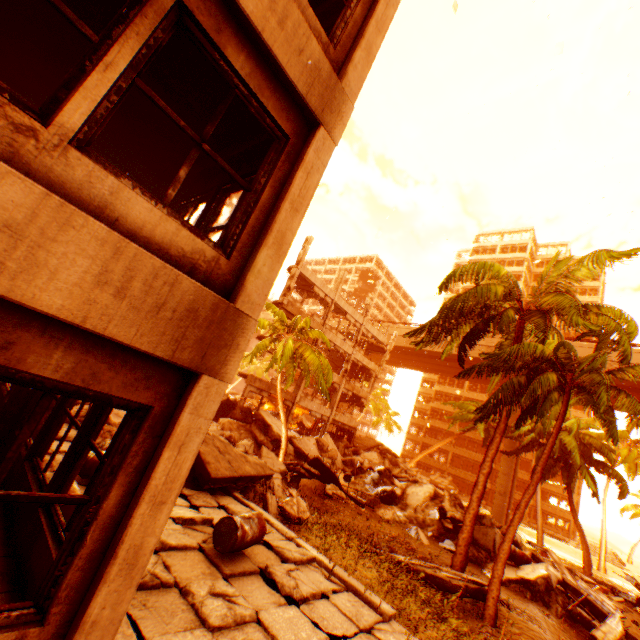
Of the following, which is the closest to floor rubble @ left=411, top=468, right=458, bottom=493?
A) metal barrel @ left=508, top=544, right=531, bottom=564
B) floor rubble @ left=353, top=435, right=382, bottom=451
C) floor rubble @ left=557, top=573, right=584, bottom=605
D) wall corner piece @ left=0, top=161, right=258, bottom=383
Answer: floor rubble @ left=353, top=435, right=382, bottom=451

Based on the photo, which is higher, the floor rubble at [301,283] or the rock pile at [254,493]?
the floor rubble at [301,283]

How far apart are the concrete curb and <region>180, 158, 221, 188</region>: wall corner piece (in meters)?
7.16

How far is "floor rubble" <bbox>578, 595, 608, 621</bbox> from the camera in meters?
11.7 m

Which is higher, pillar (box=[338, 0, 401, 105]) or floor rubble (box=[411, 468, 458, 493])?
pillar (box=[338, 0, 401, 105])

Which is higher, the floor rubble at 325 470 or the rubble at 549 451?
the rubble at 549 451

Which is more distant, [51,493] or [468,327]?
[468,327]

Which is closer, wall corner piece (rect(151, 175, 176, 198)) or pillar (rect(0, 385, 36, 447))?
pillar (rect(0, 385, 36, 447))
